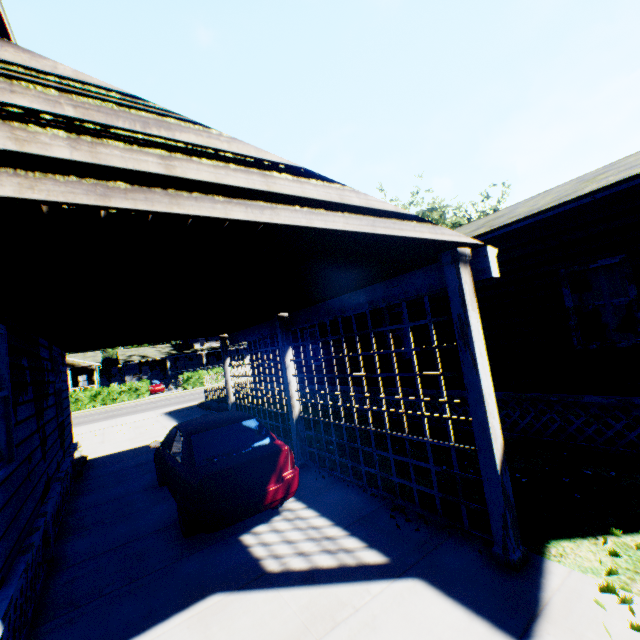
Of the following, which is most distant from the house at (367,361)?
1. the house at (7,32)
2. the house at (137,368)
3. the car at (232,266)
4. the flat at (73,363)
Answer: the house at (137,368)

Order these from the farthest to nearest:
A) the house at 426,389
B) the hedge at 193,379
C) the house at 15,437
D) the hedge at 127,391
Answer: the hedge at 193,379 < the hedge at 127,391 < the house at 426,389 < the house at 15,437

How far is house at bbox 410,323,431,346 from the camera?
9.0 meters

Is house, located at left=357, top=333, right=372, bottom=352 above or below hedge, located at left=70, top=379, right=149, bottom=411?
above

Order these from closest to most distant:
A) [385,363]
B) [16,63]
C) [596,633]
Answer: [16,63] < [596,633] < [385,363]

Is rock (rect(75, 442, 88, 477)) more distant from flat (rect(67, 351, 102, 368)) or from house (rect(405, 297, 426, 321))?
flat (rect(67, 351, 102, 368))

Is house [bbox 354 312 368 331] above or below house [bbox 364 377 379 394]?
above

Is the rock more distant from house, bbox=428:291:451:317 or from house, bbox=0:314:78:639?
house, bbox=428:291:451:317
